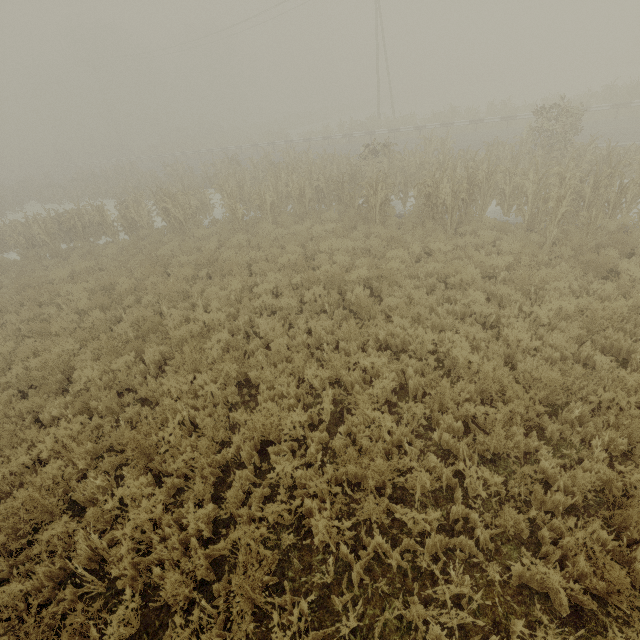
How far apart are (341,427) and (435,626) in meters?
2.5 m

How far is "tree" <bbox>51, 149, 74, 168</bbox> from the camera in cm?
4809

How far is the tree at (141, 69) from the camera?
45.19m

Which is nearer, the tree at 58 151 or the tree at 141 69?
the tree at 141 69

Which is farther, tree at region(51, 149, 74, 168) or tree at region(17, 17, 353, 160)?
tree at region(51, 149, 74, 168)

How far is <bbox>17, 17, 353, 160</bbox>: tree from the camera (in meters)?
45.19
